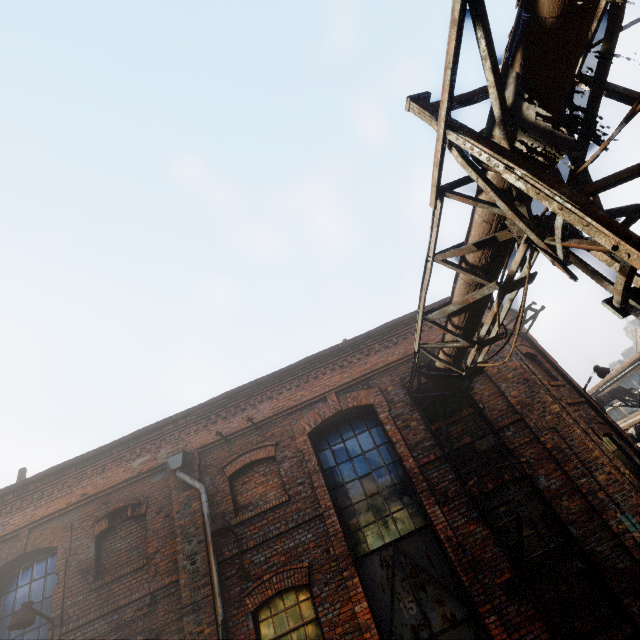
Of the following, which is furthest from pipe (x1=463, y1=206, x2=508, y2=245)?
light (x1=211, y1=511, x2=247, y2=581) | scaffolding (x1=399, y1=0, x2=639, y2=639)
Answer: light (x1=211, y1=511, x2=247, y2=581)

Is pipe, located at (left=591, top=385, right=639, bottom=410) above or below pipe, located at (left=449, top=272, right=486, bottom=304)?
below

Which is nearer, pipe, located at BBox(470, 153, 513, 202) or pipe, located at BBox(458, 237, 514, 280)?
pipe, located at BBox(470, 153, 513, 202)

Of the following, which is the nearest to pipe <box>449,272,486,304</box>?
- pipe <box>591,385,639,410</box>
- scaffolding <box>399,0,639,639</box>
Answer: scaffolding <box>399,0,639,639</box>

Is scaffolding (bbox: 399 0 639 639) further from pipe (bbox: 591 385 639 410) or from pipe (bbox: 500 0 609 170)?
pipe (bbox: 591 385 639 410)

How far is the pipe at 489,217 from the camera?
3.4 meters

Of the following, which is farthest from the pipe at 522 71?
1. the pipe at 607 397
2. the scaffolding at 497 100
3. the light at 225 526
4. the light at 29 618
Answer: the pipe at 607 397

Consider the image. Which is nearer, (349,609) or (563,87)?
(563,87)
